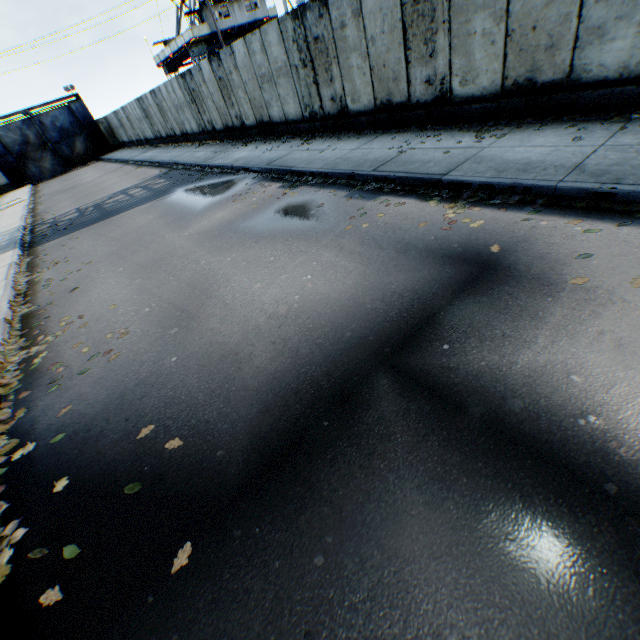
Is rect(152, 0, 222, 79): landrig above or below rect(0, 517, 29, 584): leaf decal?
above

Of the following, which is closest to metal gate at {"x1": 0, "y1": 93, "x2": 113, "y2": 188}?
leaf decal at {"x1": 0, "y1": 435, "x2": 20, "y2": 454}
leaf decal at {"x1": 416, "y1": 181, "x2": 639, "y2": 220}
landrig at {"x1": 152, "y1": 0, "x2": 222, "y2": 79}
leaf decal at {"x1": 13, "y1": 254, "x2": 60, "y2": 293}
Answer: landrig at {"x1": 152, "y1": 0, "x2": 222, "y2": 79}

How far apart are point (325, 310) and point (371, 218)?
2.55m

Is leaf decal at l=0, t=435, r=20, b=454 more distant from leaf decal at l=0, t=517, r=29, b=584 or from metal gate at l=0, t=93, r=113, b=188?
metal gate at l=0, t=93, r=113, b=188

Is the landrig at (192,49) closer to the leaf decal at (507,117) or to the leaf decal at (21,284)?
the leaf decal at (21,284)

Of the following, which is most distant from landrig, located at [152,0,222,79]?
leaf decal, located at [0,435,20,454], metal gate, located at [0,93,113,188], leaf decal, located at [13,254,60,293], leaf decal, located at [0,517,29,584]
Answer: leaf decal, located at [0,517,29,584]

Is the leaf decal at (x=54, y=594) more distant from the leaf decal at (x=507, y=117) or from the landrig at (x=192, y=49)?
the landrig at (x=192, y=49)
